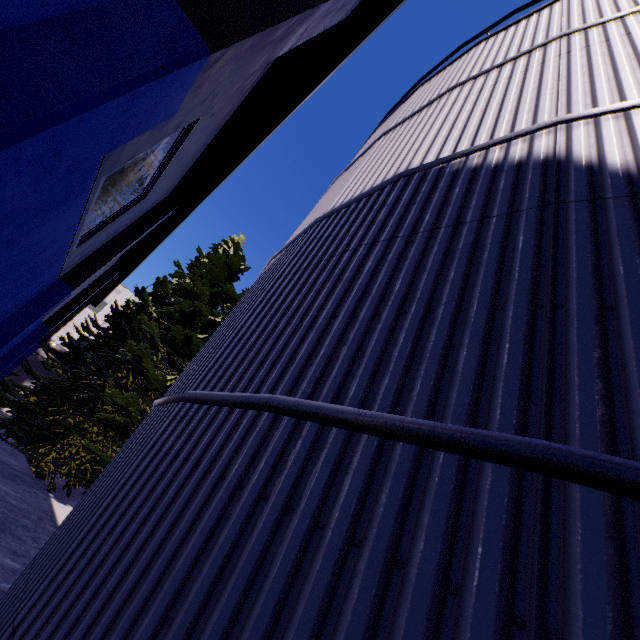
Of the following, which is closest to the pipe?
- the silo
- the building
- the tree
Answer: the building

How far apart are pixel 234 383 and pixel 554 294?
2.3m

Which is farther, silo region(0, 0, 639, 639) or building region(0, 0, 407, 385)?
→ building region(0, 0, 407, 385)

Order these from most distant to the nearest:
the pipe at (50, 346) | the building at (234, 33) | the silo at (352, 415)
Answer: the pipe at (50, 346)
the building at (234, 33)
the silo at (352, 415)

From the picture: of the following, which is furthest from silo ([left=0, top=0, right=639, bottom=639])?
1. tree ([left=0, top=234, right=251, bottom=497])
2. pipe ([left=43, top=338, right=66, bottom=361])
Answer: pipe ([left=43, top=338, right=66, bottom=361])

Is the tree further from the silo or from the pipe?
the pipe

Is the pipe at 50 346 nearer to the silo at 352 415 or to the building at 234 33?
the building at 234 33

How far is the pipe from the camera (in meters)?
29.31
